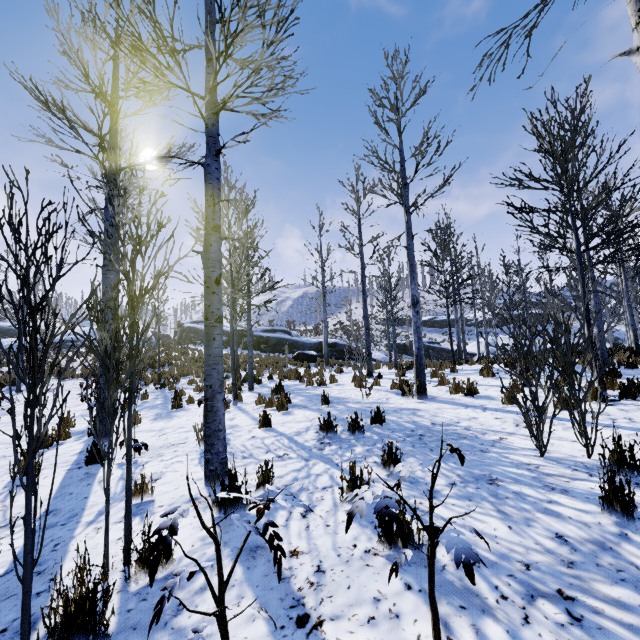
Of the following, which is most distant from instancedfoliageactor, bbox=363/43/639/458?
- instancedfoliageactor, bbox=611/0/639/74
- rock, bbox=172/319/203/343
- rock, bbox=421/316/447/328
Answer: rock, bbox=421/316/447/328

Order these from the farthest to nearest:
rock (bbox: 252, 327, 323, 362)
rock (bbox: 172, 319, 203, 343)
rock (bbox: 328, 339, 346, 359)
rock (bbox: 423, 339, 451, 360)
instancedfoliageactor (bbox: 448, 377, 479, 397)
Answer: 1. rock (bbox: 172, 319, 203, 343)
2. rock (bbox: 423, 339, 451, 360)
3. rock (bbox: 328, 339, 346, 359)
4. rock (bbox: 252, 327, 323, 362)
5. instancedfoliageactor (bbox: 448, 377, 479, 397)

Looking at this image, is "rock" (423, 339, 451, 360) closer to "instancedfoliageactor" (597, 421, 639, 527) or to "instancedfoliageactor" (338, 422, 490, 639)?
"instancedfoliageactor" (338, 422, 490, 639)

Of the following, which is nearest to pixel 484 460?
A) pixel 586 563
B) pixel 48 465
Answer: pixel 586 563

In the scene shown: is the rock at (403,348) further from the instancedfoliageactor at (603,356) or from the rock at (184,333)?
the rock at (184,333)

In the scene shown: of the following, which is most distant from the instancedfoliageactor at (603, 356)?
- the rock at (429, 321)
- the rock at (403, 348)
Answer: the rock at (429, 321)

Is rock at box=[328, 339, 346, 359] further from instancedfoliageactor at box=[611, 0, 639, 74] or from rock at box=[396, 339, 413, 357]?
instancedfoliageactor at box=[611, 0, 639, 74]

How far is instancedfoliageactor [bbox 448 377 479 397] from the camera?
7.1 meters
